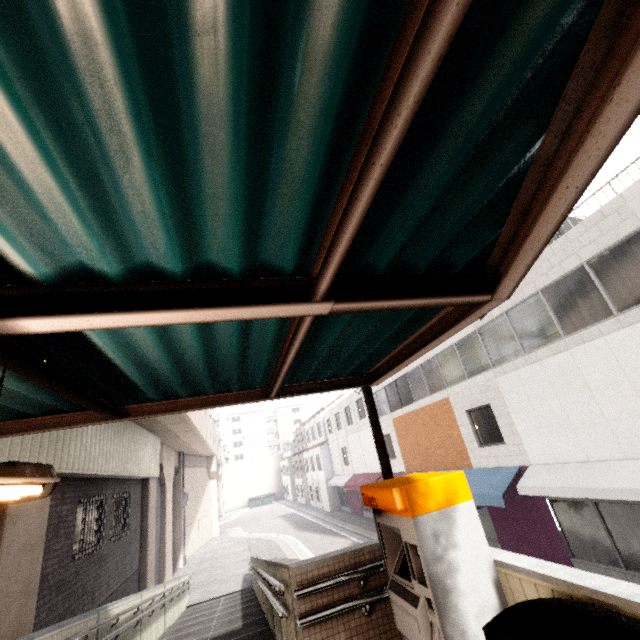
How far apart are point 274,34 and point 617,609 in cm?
315

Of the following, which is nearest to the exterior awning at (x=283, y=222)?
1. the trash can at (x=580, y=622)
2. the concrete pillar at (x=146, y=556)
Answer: the trash can at (x=580, y=622)

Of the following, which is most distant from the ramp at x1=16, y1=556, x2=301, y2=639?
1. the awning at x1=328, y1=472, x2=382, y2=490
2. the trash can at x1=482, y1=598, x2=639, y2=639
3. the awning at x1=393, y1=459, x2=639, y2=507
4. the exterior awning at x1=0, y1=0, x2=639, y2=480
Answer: the awning at x1=328, y1=472, x2=382, y2=490

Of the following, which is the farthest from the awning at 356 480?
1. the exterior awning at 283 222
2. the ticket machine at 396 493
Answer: the ticket machine at 396 493

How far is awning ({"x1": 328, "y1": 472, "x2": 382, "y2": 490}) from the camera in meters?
21.6

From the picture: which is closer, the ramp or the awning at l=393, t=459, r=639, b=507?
the ramp

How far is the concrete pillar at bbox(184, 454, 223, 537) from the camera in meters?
26.9

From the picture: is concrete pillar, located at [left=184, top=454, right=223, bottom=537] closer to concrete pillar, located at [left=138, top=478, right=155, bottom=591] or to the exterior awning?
concrete pillar, located at [left=138, top=478, right=155, bottom=591]
